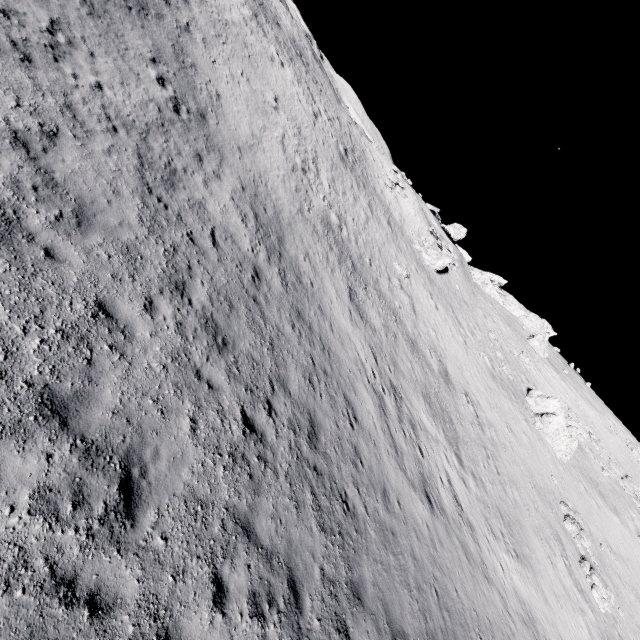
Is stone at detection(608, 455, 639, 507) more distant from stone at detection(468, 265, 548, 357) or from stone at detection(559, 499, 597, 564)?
stone at detection(468, 265, 548, 357)

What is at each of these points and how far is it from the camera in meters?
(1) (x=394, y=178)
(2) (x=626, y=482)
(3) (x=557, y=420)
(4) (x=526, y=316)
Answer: (1) stone, 40.2 m
(2) stone, 36.5 m
(3) stone, 31.4 m
(4) stone, 57.3 m

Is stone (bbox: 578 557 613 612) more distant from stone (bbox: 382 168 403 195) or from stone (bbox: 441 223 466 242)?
stone (bbox: 441 223 466 242)

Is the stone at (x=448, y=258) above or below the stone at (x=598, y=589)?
above

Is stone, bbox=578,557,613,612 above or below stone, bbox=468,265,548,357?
below

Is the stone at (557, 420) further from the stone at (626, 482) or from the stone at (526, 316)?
the stone at (526, 316)

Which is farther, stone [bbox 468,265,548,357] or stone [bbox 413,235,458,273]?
stone [bbox 468,265,548,357]

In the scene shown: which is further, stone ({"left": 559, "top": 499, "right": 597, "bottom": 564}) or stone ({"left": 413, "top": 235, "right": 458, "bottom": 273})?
stone ({"left": 413, "top": 235, "right": 458, "bottom": 273})
